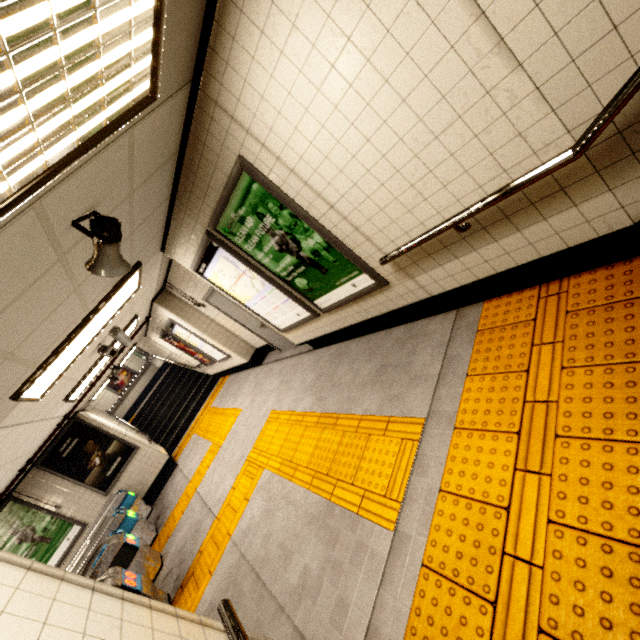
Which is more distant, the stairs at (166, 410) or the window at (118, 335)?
the stairs at (166, 410)

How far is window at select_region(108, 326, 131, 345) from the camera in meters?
5.4 m

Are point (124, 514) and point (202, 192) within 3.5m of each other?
no

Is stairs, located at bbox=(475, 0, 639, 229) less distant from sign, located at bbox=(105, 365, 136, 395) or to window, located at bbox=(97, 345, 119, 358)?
window, located at bbox=(97, 345, 119, 358)

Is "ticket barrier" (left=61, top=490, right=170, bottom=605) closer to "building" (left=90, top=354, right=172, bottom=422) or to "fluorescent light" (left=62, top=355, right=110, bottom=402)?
"fluorescent light" (left=62, top=355, right=110, bottom=402)

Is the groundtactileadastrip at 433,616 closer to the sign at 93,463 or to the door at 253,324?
the door at 253,324

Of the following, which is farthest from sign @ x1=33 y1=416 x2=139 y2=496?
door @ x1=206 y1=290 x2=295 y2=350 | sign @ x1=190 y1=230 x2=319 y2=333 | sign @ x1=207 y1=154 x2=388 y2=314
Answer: sign @ x1=207 y1=154 x2=388 y2=314

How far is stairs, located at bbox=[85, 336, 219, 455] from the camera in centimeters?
1116cm
